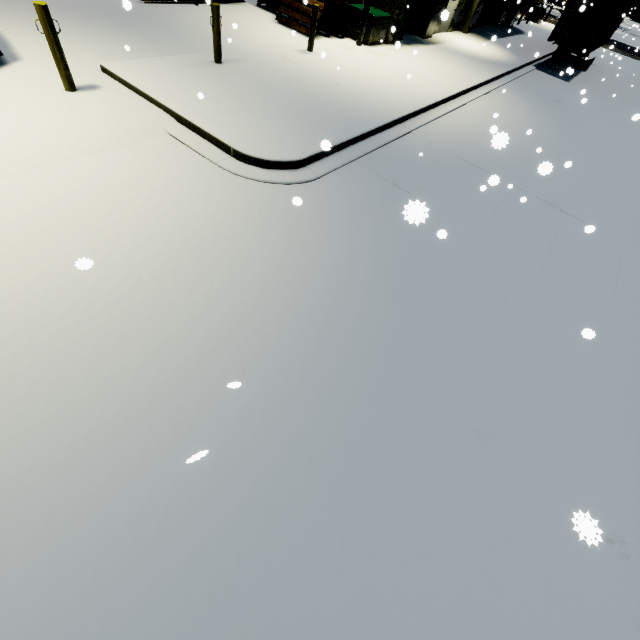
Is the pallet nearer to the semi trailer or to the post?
the post

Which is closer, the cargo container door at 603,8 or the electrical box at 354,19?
the electrical box at 354,19

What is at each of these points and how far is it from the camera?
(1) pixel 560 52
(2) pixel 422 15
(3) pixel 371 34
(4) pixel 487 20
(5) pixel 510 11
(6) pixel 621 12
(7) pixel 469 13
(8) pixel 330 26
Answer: (1) semi trailer, 21.6 meters
(2) building, 15.7 meters
(3) electrical box, 12.8 meters
(4) roll-up door, 23.0 meters
(5) building, 24.7 meters
(6) cargo container, 18.6 meters
(7) building, 19.0 meters
(8) pallet, 12.9 meters

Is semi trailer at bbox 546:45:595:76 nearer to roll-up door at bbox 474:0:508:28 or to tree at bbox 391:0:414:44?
roll-up door at bbox 474:0:508:28

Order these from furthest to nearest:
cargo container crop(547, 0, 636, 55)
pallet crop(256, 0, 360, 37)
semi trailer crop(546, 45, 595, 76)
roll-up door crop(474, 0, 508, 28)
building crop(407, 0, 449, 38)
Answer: roll-up door crop(474, 0, 508, 28), semi trailer crop(546, 45, 595, 76), cargo container crop(547, 0, 636, 55), building crop(407, 0, 449, 38), pallet crop(256, 0, 360, 37)

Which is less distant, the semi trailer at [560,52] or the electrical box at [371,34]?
the electrical box at [371,34]

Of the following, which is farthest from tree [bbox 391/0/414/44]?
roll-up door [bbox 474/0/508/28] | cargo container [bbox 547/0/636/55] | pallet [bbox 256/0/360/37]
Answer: roll-up door [bbox 474/0/508/28]

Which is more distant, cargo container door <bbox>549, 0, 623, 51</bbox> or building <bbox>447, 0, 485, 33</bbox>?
building <bbox>447, 0, 485, 33</bbox>
